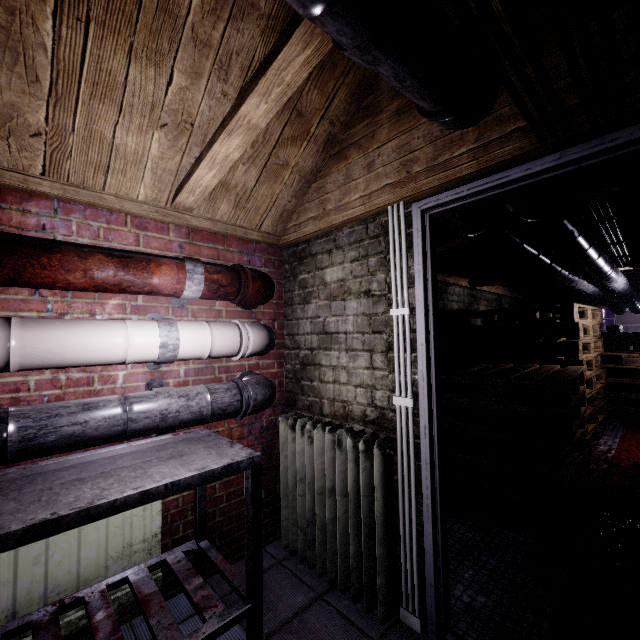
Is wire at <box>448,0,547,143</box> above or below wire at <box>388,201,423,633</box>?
above

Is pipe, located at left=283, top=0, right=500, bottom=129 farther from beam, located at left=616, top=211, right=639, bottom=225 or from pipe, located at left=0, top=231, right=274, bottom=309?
pipe, located at left=0, top=231, right=274, bottom=309

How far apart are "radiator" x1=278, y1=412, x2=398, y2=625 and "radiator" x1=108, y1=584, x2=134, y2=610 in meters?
0.7

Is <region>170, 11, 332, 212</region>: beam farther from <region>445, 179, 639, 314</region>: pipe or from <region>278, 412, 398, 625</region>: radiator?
<region>278, 412, 398, 625</region>: radiator

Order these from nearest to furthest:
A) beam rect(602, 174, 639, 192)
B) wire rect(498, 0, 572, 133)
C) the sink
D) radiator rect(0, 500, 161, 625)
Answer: wire rect(498, 0, 572, 133) < radiator rect(0, 500, 161, 625) < beam rect(602, 174, 639, 192) < the sink

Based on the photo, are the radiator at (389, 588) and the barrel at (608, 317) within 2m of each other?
no

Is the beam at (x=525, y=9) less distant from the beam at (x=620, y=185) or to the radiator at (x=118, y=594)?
the beam at (x=620, y=185)

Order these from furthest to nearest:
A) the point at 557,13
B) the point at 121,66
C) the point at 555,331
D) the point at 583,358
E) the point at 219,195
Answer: the point at 555,331
the point at 583,358
the point at 219,195
the point at 121,66
the point at 557,13
